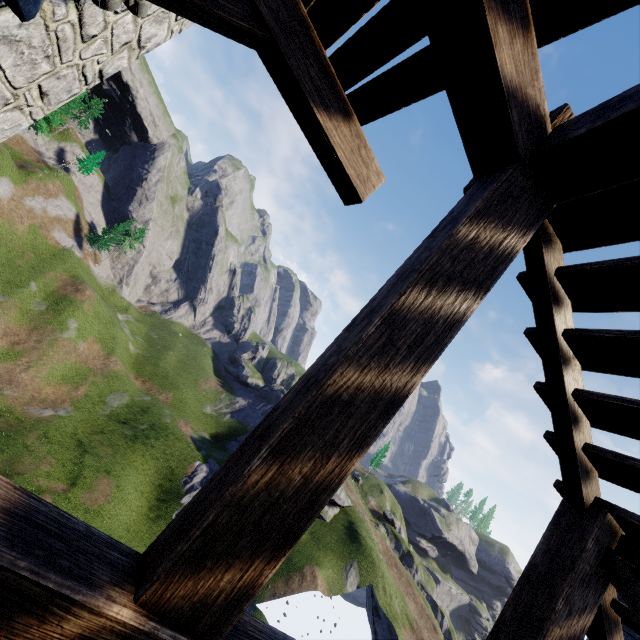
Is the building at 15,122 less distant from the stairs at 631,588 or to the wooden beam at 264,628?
the wooden beam at 264,628

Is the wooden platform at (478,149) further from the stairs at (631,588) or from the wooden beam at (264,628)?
the wooden beam at (264,628)

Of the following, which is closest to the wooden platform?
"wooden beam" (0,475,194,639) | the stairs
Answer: the stairs

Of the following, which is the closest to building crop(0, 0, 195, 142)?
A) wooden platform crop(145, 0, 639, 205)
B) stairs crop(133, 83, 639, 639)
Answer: wooden platform crop(145, 0, 639, 205)

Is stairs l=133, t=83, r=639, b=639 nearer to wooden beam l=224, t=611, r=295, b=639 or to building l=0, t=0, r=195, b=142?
wooden beam l=224, t=611, r=295, b=639

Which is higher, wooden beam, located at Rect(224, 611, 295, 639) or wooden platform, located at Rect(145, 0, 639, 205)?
wooden platform, located at Rect(145, 0, 639, 205)

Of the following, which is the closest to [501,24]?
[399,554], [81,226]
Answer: [399,554]
